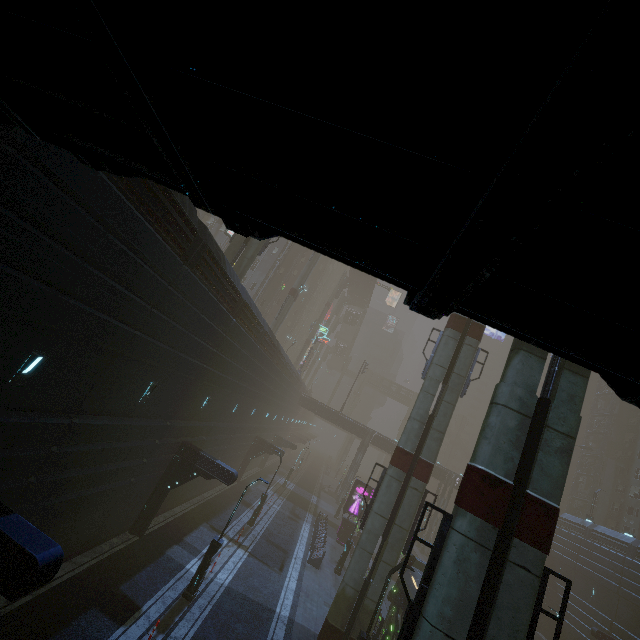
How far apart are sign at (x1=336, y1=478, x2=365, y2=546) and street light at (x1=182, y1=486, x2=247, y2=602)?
20.5 meters

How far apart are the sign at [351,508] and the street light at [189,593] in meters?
20.5

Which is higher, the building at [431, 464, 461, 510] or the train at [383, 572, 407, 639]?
the building at [431, 464, 461, 510]

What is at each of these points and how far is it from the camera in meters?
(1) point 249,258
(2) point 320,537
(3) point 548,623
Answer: (1) sm, 22.5 m
(2) building, 27.4 m
(3) building, 37.8 m

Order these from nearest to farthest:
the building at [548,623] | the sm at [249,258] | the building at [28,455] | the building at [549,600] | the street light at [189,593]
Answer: the building at [28,455] → the street light at [189,593] → the sm at [249,258] → the building at [548,623] → the building at [549,600]

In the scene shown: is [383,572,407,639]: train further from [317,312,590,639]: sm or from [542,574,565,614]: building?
[317,312,590,639]: sm

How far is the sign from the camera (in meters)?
31.73

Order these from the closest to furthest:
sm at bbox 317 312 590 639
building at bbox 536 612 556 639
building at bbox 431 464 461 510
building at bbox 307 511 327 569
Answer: sm at bbox 317 312 590 639 → building at bbox 307 511 327 569 → building at bbox 536 612 556 639 → building at bbox 431 464 461 510
